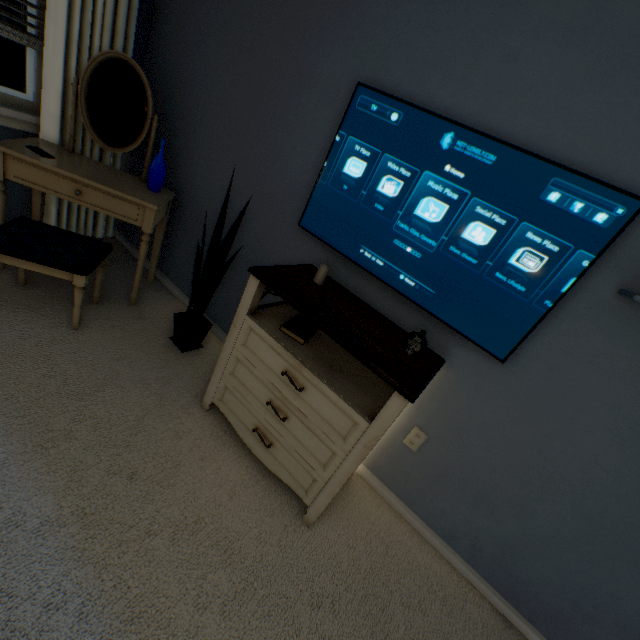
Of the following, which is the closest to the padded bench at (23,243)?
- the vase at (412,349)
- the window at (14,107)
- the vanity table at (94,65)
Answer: the vanity table at (94,65)

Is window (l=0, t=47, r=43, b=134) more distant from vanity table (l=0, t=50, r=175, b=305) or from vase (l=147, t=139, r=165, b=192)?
vase (l=147, t=139, r=165, b=192)

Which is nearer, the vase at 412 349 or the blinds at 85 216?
the vase at 412 349

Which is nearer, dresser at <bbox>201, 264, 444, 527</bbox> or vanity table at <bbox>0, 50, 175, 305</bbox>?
dresser at <bbox>201, 264, 444, 527</bbox>

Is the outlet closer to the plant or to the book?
the book

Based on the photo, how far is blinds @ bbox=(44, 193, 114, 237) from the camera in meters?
2.3

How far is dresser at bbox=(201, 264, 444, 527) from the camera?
1.28m

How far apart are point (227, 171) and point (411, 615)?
2.60m
